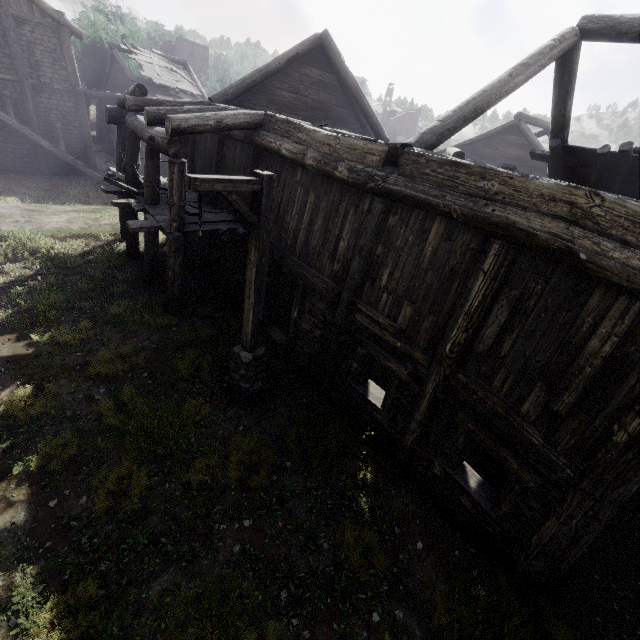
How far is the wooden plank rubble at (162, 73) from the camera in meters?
20.8 m

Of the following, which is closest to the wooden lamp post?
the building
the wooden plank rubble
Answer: the building

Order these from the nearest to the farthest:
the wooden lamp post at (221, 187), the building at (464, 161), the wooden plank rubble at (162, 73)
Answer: the building at (464, 161) → the wooden lamp post at (221, 187) → the wooden plank rubble at (162, 73)

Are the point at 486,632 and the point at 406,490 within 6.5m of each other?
yes

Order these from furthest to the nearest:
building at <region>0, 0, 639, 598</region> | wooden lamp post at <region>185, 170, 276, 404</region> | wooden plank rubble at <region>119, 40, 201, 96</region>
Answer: wooden plank rubble at <region>119, 40, 201, 96</region> < wooden lamp post at <region>185, 170, 276, 404</region> < building at <region>0, 0, 639, 598</region>

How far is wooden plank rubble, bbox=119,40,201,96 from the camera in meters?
20.8

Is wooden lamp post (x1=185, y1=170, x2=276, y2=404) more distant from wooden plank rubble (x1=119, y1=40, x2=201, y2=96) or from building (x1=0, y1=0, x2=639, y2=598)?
wooden plank rubble (x1=119, y1=40, x2=201, y2=96)
